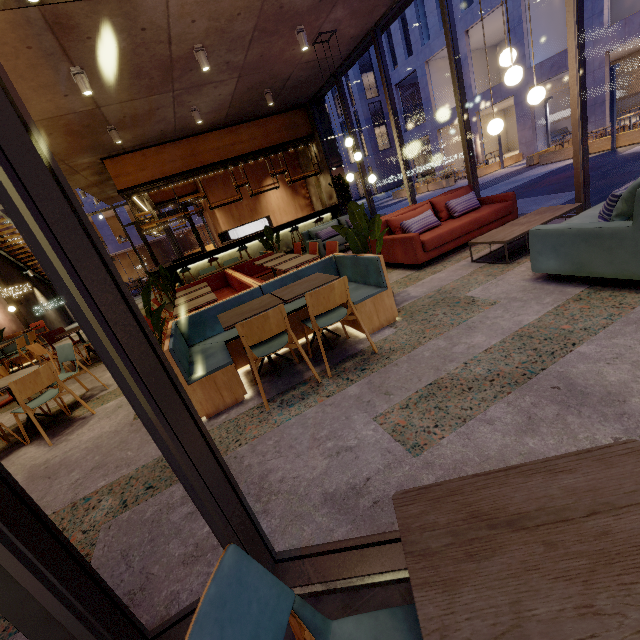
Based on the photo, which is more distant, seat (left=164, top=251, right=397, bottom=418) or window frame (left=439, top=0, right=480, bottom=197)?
window frame (left=439, top=0, right=480, bottom=197)

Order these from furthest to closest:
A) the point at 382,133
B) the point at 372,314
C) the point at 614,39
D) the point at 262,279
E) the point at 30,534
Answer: the point at 382,133 < the point at 614,39 < the point at 262,279 < the point at 372,314 < the point at 30,534

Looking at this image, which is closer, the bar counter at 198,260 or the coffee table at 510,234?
the coffee table at 510,234

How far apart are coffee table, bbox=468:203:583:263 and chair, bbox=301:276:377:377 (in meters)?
2.40

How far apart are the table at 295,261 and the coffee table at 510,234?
2.88m

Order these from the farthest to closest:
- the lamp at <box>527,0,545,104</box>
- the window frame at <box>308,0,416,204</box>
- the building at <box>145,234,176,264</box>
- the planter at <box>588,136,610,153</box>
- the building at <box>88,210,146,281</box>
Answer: the building at <box>145,234,176,264</box> < the building at <box>88,210,146,281</box> < the planter at <box>588,136,610,153</box> < the window frame at <box>308,0,416,204</box> < the lamp at <box>527,0,545,104</box>

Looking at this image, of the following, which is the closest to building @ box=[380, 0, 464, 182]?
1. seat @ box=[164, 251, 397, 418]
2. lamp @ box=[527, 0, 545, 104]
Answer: lamp @ box=[527, 0, 545, 104]

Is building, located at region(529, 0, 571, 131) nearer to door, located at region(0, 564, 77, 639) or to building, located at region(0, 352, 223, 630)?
building, located at region(0, 352, 223, 630)
